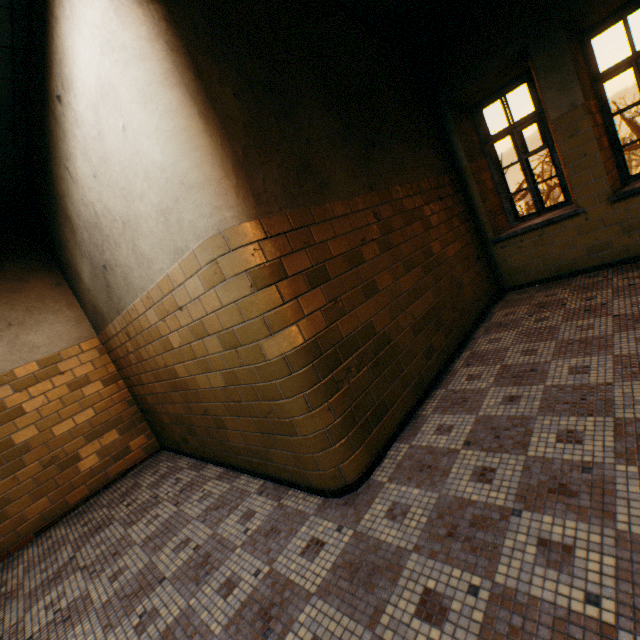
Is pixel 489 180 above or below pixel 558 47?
below
